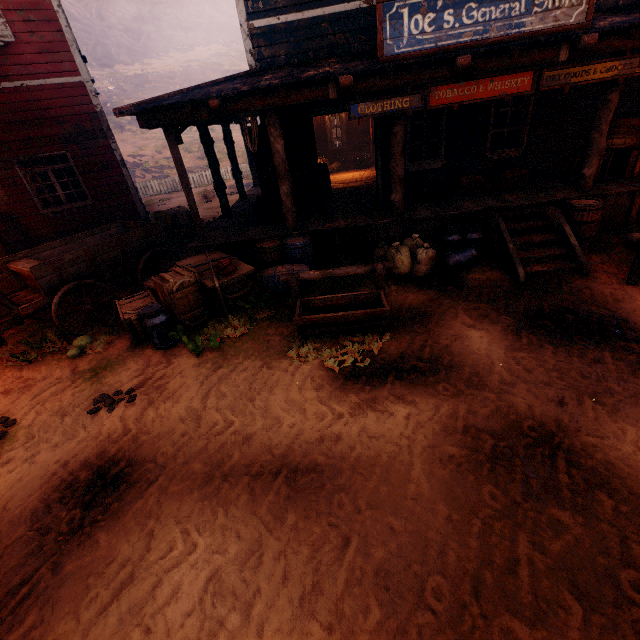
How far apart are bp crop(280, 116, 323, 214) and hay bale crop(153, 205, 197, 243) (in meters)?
5.00

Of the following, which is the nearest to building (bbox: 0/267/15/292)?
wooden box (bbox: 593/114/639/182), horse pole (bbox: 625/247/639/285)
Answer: wooden box (bbox: 593/114/639/182)

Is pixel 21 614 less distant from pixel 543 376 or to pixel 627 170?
pixel 543 376

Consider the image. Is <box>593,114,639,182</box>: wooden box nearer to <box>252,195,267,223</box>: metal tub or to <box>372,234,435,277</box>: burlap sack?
<box>372,234,435,277</box>: burlap sack

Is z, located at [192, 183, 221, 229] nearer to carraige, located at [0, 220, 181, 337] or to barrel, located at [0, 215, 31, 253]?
A: carraige, located at [0, 220, 181, 337]

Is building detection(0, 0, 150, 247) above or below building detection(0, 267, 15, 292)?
above

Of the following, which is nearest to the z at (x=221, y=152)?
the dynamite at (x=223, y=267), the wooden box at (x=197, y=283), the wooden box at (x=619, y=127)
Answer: the wooden box at (x=197, y=283)

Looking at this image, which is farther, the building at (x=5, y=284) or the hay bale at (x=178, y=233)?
the hay bale at (x=178, y=233)
